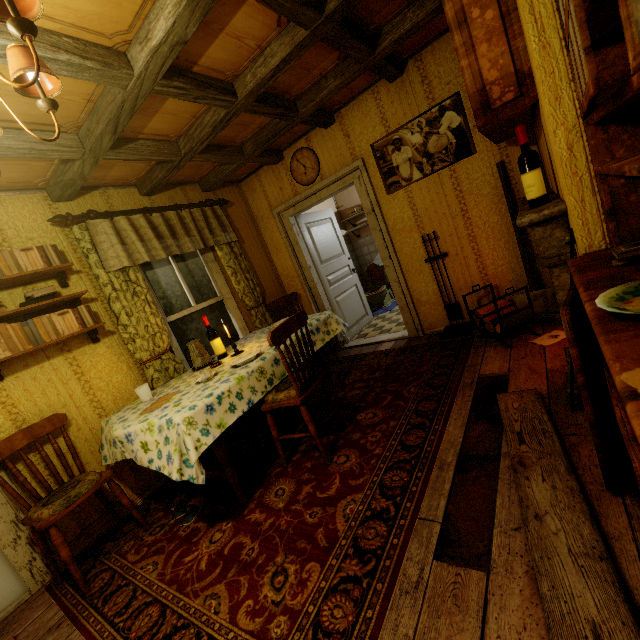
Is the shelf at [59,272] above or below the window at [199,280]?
above

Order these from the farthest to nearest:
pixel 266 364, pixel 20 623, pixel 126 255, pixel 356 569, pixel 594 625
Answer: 1. pixel 126 255
2. pixel 266 364
3. pixel 20 623
4. pixel 356 569
5. pixel 594 625

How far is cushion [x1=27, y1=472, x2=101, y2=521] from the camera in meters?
2.1

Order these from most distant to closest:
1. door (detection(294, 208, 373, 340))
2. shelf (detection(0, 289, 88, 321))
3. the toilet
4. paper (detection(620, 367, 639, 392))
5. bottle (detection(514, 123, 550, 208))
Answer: the toilet → door (detection(294, 208, 373, 340)) → shelf (detection(0, 289, 88, 321)) → bottle (detection(514, 123, 550, 208)) → paper (detection(620, 367, 639, 392))

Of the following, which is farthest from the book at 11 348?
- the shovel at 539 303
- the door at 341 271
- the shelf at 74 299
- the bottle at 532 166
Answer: the shovel at 539 303

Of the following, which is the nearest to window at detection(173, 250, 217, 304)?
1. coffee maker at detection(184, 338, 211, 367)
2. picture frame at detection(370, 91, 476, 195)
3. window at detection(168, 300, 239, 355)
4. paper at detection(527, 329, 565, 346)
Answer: window at detection(168, 300, 239, 355)

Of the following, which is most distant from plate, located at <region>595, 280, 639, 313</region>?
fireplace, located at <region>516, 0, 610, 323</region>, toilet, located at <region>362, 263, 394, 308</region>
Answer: toilet, located at <region>362, 263, 394, 308</region>

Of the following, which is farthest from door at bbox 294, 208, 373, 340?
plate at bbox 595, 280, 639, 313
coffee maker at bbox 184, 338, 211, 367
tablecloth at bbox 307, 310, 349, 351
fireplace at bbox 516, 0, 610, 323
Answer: plate at bbox 595, 280, 639, 313
